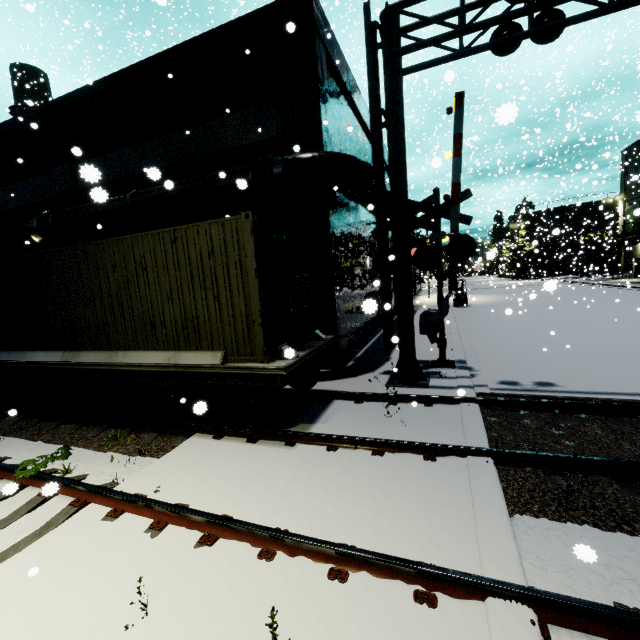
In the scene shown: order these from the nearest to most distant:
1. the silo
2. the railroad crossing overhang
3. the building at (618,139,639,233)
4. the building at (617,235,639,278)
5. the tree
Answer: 1. the railroad crossing overhang
2. the building at (618,139,639,233)
3. the building at (617,235,639,278)
4. the tree
5. the silo

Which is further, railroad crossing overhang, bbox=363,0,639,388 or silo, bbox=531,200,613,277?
silo, bbox=531,200,613,277

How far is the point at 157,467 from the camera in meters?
5.3

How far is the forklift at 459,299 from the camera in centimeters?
2566cm

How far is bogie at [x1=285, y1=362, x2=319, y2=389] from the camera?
7.8m

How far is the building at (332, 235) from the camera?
9.8 meters

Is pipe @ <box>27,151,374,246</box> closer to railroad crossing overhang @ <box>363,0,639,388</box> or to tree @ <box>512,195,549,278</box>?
railroad crossing overhang @ <box>363,0,639,388</box>

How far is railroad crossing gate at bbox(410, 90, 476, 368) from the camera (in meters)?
8.71
